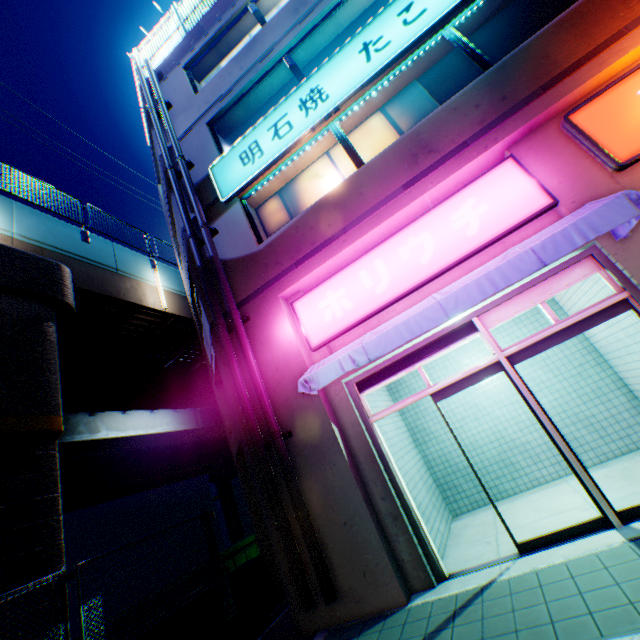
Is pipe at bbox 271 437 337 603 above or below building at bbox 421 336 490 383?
below

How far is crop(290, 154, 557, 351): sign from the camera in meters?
5.1

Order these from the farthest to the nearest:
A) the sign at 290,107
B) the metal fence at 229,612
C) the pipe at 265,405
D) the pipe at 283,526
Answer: the sign at 290,107
the pipe at 265,405
the pipe at 283,526
the metal fence at 229,612

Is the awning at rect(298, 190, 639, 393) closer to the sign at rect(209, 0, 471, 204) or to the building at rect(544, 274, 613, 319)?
the building at rect(544, 274, 613, 319)

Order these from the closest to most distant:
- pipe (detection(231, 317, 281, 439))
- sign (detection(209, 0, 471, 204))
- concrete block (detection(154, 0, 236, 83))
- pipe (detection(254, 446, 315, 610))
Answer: pipe (detection(254, 446, 315, 610))
pipe (detection(231, 317, 281, 439))
sign (detection(209, 0, 471, 204))
concrete block (detection(154, 0, 236, 83))

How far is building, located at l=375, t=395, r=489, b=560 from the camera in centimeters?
608cm

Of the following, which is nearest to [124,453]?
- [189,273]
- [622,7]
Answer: [189,273]

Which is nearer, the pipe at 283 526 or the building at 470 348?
the pipe at 283 526
